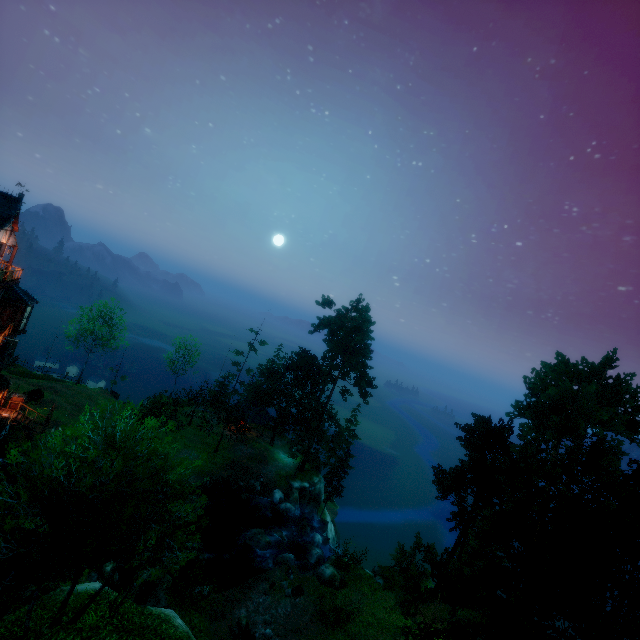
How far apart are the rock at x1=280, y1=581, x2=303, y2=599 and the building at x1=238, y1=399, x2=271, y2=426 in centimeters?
2301cm

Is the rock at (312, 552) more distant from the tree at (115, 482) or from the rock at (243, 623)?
the rock at (243, 623)

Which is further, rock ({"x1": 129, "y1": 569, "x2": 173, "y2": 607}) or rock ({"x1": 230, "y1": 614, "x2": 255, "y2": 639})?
rock ({"x1": 230, "y1": 614, "x2": 255, "y2": 639})

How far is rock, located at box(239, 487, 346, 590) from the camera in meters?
26.5 m

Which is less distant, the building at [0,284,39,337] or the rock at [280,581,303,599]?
the rock at [280,581,303,599]

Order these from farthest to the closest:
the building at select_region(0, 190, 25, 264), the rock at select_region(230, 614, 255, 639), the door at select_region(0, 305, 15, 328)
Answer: the door at select_region(0, 305, 15, 328)
the building at select_region(0, 190, 25, 264)
the rock at select_region(230, 614, 255, 639)

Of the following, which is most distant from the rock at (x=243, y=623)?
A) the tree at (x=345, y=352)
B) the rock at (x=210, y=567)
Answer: the tree at (x=345, y=352)

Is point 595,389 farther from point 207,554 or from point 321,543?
point 207,554
